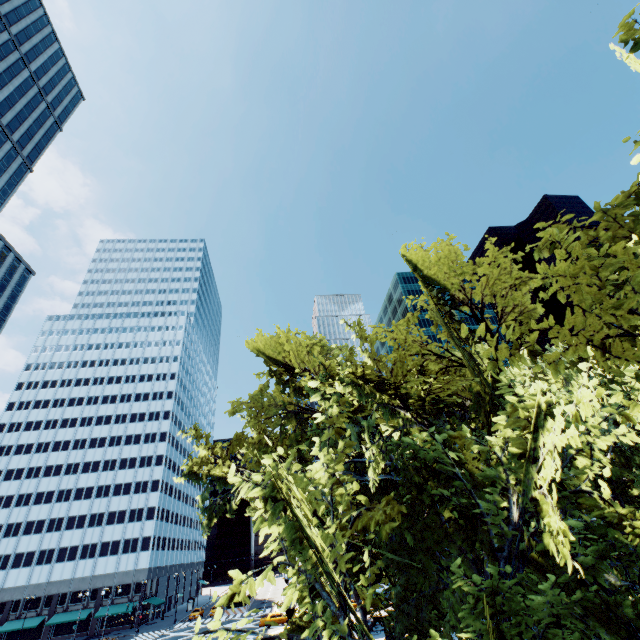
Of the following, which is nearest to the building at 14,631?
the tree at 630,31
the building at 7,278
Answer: the building at 7,278

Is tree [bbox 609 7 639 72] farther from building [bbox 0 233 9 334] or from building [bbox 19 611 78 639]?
building [bbox 19 611 78 639]

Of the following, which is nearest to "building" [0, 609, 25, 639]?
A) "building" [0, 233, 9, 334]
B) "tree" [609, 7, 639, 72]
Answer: "building" [0, 233, 9, 334]

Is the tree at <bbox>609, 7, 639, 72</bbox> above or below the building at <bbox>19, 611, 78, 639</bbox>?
above

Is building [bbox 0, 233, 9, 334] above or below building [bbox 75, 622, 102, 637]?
above

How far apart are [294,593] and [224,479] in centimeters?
1097cm
